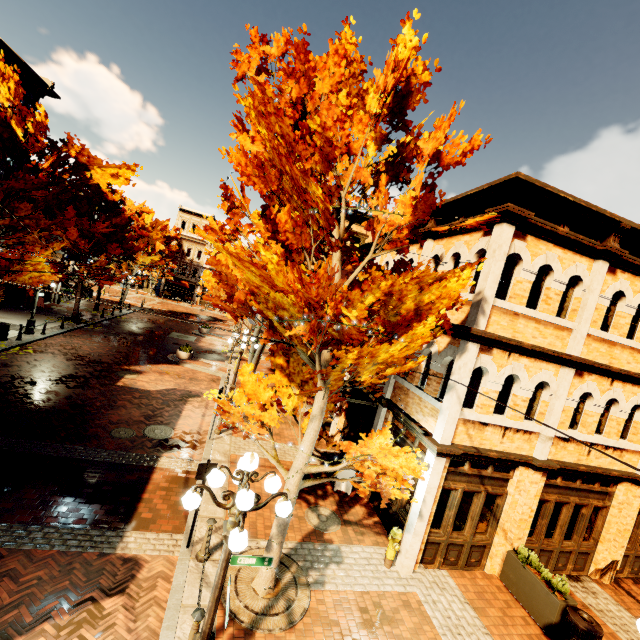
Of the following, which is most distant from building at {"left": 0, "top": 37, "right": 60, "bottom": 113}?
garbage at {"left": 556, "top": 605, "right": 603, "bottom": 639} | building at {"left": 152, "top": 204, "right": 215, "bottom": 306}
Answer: building at {"left": 152, "top": 204, "right": 215, "bottom": 306}

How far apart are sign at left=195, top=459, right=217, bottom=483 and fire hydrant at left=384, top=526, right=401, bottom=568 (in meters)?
4.59

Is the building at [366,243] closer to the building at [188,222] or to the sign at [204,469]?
the sign at [204,469]

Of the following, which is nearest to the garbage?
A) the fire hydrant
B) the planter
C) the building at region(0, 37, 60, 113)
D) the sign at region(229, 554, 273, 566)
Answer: the planter

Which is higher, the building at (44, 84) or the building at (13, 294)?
the building at (44, 84)

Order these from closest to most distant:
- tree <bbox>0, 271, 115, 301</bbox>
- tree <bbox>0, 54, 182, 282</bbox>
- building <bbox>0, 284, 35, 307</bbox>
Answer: tree <bbox>0, 54, 182, 282</bbox>
tree <bbox>0, 271, 115, 301</bbox>
building <bbox>0, 284, 35, 307</bbox>

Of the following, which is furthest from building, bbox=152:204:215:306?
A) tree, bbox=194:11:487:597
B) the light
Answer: the light

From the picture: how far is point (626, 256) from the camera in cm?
809
